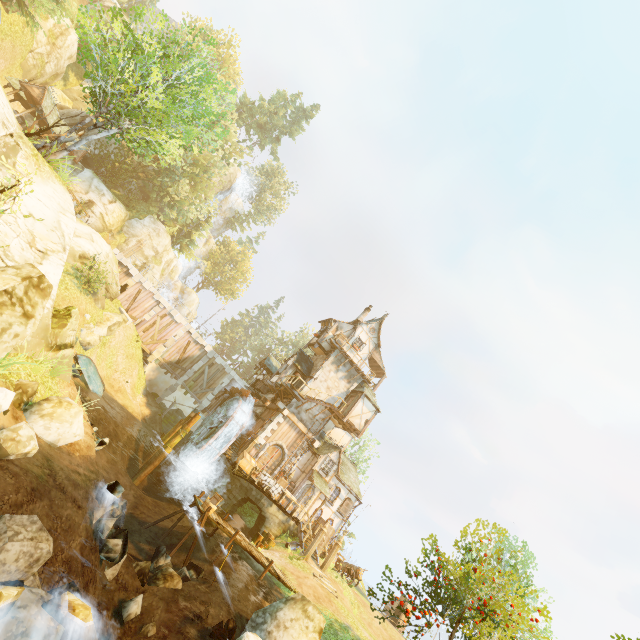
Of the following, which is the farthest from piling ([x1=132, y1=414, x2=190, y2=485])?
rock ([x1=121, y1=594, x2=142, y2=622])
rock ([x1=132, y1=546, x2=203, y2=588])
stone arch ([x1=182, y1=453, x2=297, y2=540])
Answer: rock ([x1=121, y1=594, x2=142, y2=622])

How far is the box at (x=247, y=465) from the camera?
23.9 meters

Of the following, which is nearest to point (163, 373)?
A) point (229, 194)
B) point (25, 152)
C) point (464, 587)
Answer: point (25, 152)

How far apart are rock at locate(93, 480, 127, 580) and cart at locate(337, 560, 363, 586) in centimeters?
1975cm

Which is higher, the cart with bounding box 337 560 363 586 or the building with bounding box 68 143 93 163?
the building with bounding box 68 143 93 163

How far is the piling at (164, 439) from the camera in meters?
22.0 m

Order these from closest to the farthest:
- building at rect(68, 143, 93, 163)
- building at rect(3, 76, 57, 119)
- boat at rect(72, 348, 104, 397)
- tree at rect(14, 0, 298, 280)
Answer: tree at rect(14, 0, 298, 280)
boat at rect(72, 348, 104, 397)
building at rect(3, 76, 57, 119)
building at rect(68, 143, 93, 163)

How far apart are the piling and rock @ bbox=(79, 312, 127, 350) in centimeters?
878cm
